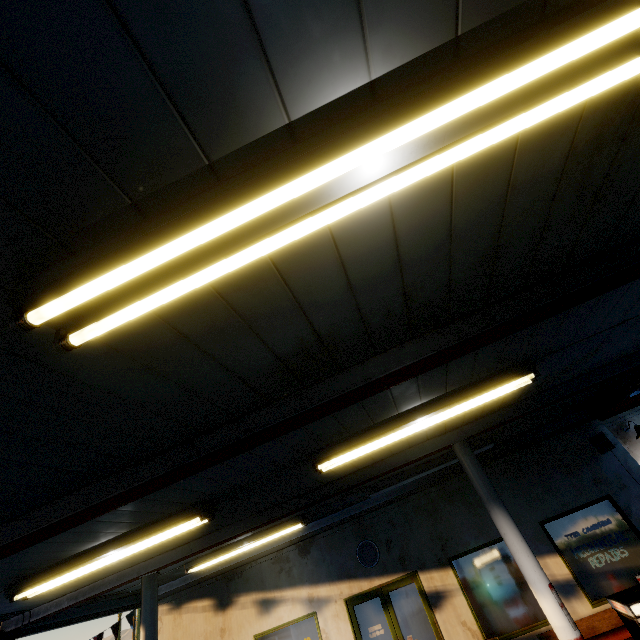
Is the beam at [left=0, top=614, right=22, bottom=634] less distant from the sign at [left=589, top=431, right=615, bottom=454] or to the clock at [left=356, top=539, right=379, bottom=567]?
the sign at [left=589, top=431, right=615, bottom=454]

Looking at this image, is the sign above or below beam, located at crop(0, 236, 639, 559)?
below

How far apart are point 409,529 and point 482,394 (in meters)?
6.03

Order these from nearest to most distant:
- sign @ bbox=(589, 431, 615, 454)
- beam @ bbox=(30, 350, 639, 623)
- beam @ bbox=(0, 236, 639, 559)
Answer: beam @ bbox=(0, 236, 639, 559) → beam @ bbox=(30, 350, 639, 623) → sign @ bbox=(589, 431, 615, 454)

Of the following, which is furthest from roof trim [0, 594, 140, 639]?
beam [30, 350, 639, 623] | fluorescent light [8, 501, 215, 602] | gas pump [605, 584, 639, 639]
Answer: gas pump [605, 584, 639, 639]

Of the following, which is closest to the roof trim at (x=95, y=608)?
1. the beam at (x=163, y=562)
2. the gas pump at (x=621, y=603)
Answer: the beam at (x=163, y=562)

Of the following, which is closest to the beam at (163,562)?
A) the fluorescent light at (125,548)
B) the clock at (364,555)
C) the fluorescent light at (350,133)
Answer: the fluorescent light at (125,548)

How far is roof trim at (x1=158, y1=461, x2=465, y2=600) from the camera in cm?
844
